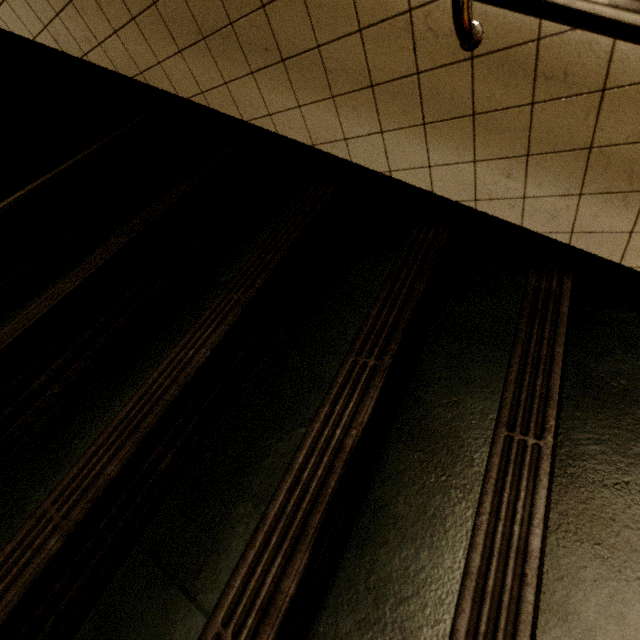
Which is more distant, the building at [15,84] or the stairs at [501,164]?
the building at [15,84]

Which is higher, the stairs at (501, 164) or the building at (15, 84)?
the building at (15, 84)

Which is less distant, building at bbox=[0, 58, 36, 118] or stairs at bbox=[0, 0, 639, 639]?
stairs at bbox=[0, 0, 639, 639]

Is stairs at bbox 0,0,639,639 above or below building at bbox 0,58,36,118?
below

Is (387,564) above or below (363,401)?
below
